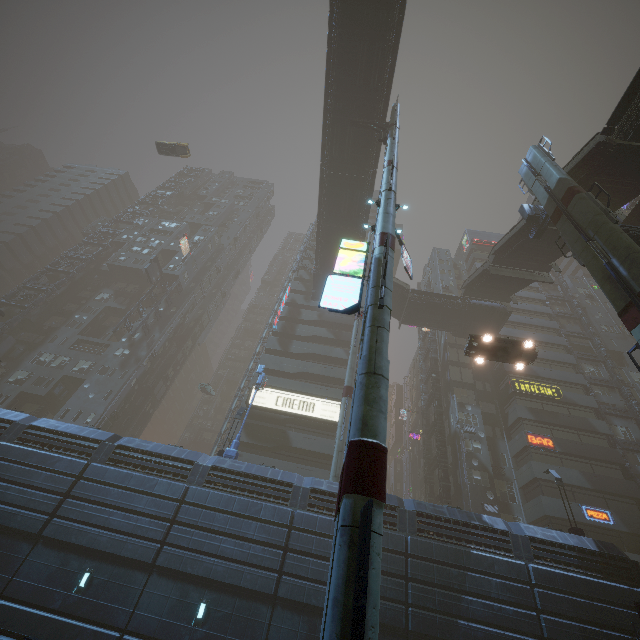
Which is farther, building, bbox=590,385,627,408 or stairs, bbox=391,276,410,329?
stairs, bbox=391,276,410,329

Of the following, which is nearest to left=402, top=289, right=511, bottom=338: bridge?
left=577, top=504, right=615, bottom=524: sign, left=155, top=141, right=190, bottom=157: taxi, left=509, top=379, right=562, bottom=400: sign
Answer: left=509, top=379, right=562, bottom=400: sign

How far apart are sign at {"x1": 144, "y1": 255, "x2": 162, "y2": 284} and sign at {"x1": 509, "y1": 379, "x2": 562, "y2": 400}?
48.3m

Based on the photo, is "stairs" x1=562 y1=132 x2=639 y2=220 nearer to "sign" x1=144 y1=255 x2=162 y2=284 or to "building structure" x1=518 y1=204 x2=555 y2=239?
"building structure" x1=518 y1=204 x2=555 y2=239

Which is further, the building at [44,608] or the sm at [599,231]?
the building at [44,608]

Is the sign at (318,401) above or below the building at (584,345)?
below

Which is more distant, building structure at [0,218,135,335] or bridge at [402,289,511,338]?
building structure at [0,218,135,335]

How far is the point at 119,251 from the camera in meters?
52.1 m
